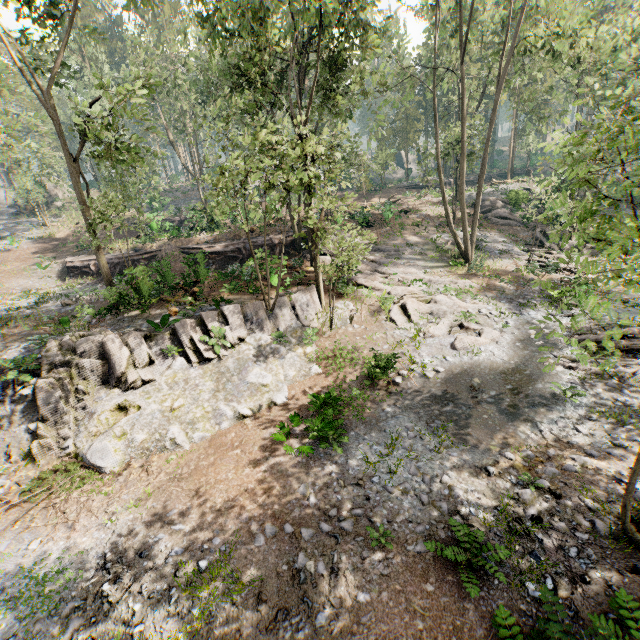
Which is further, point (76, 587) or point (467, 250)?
point (467, 250)

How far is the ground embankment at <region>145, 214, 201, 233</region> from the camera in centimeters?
3073cm

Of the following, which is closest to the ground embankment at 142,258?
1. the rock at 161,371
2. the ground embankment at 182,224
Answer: the ground embankment at 182,224

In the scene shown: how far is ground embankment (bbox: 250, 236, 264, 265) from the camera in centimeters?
1880cm

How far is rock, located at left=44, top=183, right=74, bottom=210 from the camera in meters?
47.0 m

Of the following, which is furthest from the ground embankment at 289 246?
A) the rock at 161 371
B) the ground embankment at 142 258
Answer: the rock at 161 371

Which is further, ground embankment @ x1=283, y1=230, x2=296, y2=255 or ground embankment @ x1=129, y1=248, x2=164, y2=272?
ground embankment @ x1=129, y1=248, x2=164, y2=272

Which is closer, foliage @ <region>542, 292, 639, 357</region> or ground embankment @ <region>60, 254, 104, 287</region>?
foliage @ <region>542, 292, 639, 357</region>
